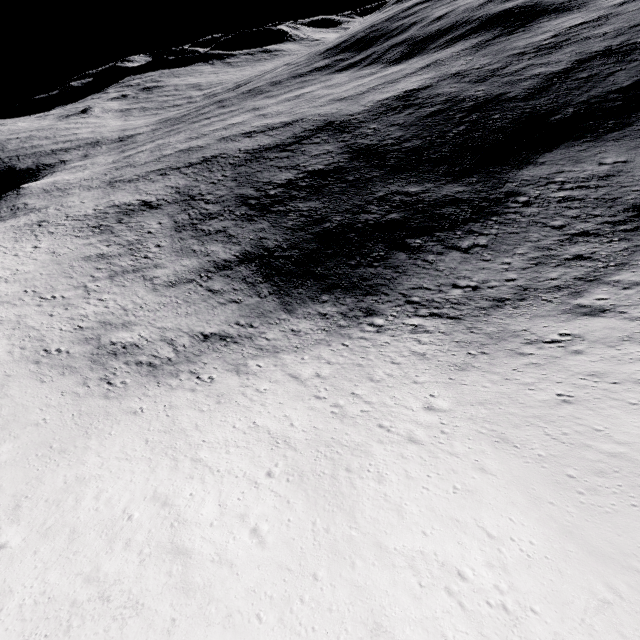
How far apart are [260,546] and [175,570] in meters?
3.7 m
